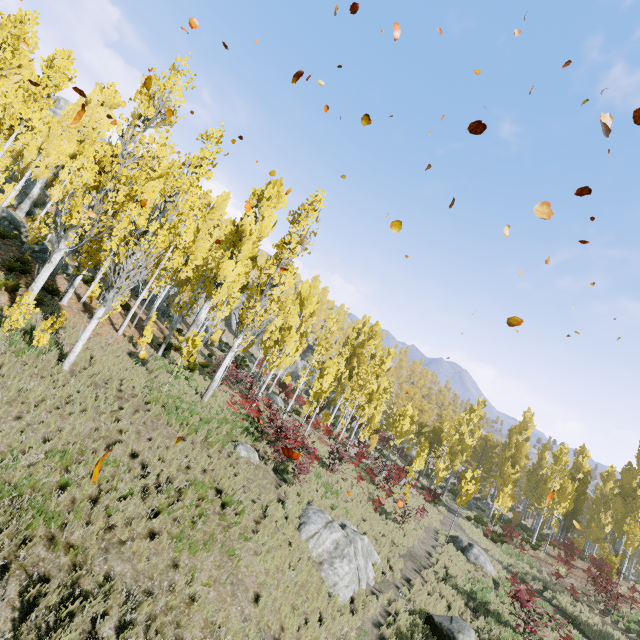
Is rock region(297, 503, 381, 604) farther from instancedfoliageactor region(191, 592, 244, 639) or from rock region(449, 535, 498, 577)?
rock region(449, 535, 498, 577)

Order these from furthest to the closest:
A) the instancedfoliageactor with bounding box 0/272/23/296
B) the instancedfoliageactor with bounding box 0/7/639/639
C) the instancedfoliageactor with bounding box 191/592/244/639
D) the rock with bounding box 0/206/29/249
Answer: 1. the rock with bounding box 0/206/29/249
2. the instancedfoliageactor with bounding box 0/272/23/296
3. the instancedfoliageactor with bounding box 0/7/639/639
4. the instancedfoliageactor with bounding box 191/592/244/639

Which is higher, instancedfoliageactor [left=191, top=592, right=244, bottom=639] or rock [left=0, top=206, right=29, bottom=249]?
rock [left=0, top=206, right=29, bottom=249]

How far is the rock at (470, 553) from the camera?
19.05m

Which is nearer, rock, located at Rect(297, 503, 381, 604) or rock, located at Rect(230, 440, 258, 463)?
rock, located at Rect(297, 503, 381, 604)

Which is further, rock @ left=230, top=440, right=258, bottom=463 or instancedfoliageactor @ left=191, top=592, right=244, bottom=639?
rock @ left=230, top=440, right=258, bottom=463

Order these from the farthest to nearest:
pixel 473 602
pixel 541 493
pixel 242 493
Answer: pixel 541 493 → pixel 473 602 → pixel 242 493

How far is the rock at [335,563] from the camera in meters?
10.3 m
